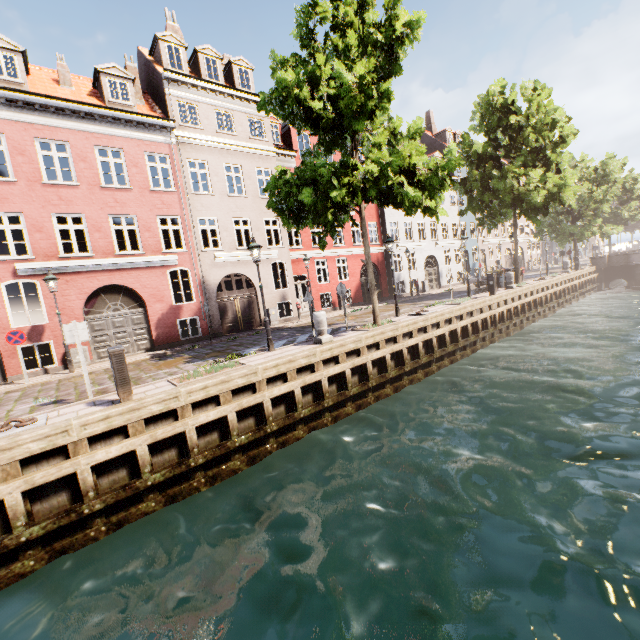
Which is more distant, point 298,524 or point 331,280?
point 331,280

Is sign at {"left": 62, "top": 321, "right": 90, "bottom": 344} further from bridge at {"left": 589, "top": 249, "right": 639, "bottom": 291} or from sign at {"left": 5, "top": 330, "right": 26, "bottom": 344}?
bridge at {"left": 589, "top": 249, "right": 639, "bottom": 291}

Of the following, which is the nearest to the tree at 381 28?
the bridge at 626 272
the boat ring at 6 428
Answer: the bridge at 626 272

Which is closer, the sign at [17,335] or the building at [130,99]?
the sign at [17,335]

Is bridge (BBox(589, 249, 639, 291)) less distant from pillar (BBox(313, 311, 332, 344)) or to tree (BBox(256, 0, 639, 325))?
tree (BBox(256, 0, 639, 325))

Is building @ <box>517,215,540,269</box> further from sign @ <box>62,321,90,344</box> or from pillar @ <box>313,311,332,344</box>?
sign @ <box>62,321,90,344</box>

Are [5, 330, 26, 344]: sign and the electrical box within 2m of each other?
no

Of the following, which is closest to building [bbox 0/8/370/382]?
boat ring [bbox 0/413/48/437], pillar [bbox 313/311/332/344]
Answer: boat ring [bbox 0/413/48/437]
